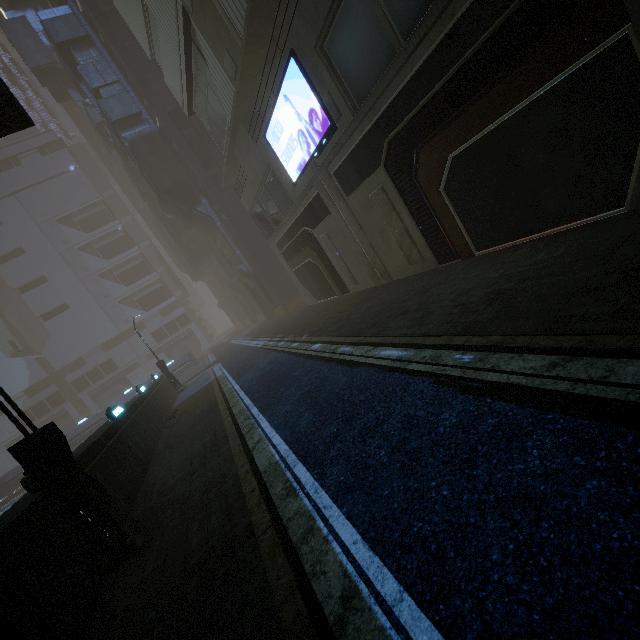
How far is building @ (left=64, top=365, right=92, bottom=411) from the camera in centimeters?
5909cm

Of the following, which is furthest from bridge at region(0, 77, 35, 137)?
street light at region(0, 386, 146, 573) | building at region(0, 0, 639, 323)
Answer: building at region(0, 0, 639, 323)

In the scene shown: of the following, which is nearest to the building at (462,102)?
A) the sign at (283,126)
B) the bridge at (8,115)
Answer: the sign at (283,126)

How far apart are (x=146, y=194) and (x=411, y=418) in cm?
4862

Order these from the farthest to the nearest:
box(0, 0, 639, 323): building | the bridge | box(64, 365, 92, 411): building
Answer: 1. box(64, 365, 92, 411): building
2. the bridge
3. box(0, 0, 639, 323): building

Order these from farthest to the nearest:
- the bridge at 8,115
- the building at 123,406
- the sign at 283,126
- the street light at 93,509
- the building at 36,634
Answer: the sign at 283,126 < the building at 123,406 < the bridge at 8,115 < the street light at 93,509 < the building at 36,634

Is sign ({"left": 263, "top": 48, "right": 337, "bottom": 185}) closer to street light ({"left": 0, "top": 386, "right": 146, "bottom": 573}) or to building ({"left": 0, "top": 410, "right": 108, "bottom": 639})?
building ({"left": 0, "top": 410, "right": 108, "bottom": 639})

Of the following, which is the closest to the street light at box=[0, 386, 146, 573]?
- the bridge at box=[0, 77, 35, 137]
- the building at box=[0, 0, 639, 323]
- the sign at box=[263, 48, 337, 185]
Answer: the building at box=[0, 0, 639, 323]
